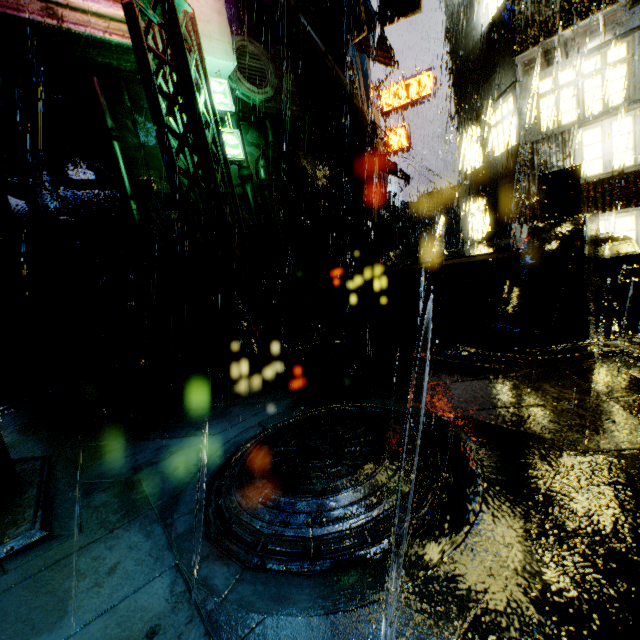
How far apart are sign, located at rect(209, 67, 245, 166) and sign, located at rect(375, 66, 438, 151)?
16.7m

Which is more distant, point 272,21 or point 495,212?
point 495,212

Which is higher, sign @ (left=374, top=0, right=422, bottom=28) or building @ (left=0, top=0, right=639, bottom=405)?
sign @ (left=374, top=0, right=422, bottom=28)

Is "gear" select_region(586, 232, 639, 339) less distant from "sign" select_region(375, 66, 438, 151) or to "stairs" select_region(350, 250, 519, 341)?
"stairs" select_region(350, 250, 519, 341)

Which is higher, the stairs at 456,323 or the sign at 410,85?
the sign at 410,85

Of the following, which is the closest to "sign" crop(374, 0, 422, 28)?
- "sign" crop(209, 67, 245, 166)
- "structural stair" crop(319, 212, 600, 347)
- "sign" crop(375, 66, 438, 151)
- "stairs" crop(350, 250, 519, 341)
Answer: "sign" crop(375, 66, 438, 151)

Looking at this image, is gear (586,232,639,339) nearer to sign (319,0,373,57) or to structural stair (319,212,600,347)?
structural stair (319,212,600,347)

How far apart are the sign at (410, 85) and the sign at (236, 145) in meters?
16.7 m
